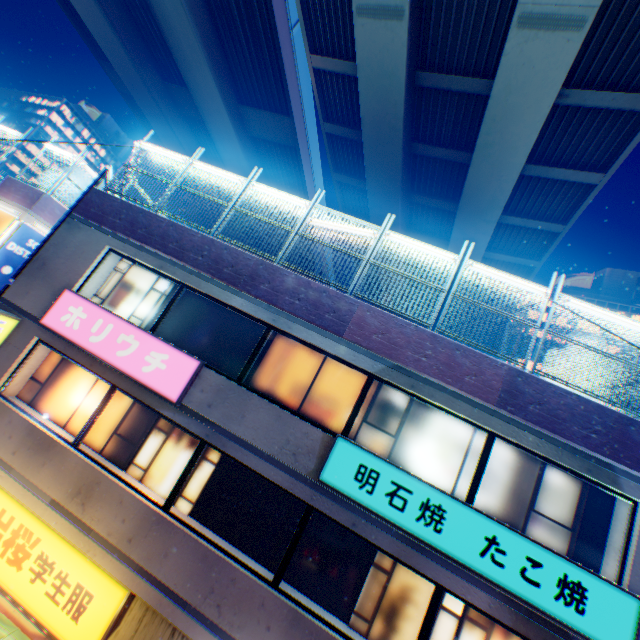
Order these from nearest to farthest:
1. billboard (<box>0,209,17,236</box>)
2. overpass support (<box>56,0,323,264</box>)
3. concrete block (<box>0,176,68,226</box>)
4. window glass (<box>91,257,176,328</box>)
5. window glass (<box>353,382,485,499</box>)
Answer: window glass (<box>353,382,485,499</box>) < window glass (<box>91,257,176,328</box>) < billboard (<box>0,209,17,236</box>) < concrete block (<box>0,176,68,226</box>) < overpass support (<box>56,0,323,264</box>)

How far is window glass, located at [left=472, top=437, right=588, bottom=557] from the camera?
6.5m

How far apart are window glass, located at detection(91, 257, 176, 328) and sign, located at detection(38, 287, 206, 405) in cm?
56

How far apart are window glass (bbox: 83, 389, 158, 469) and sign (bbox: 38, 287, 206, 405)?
0.6 meters

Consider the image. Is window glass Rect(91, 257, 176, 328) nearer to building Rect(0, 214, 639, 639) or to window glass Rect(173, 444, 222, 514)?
building Rect(0, 214, 639, 639)

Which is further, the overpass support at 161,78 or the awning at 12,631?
the overpass support at 161,78

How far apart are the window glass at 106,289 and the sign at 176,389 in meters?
0.6 m

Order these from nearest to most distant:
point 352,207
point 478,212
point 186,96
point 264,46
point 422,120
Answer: point 422,120 → point 478,212 → point 264,46 → point 186,96 → point 352,207
